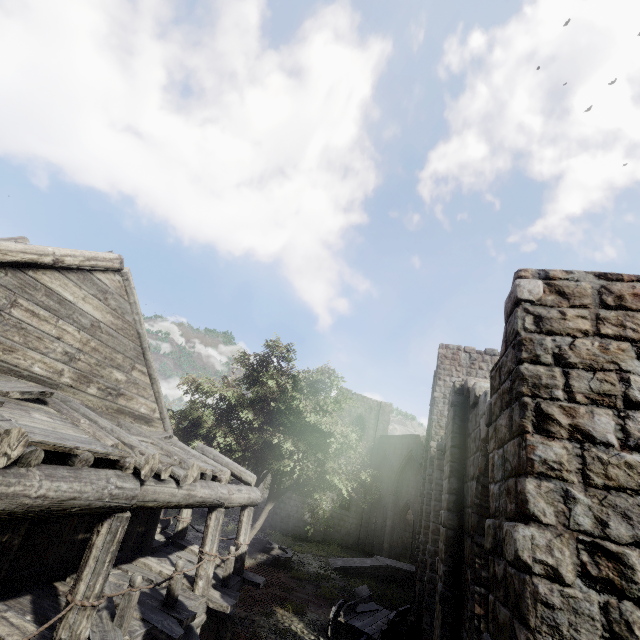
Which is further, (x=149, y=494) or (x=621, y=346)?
(x=149, y=494)

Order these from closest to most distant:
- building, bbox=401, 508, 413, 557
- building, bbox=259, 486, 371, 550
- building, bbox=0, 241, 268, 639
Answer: building, bbox=0, 241, 268, 639
building, bbox=259, 486, 371, 550
building, bbox=401, 508, 413, 557

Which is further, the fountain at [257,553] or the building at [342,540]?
the building at [342,540]

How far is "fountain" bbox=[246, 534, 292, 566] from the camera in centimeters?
1838cm

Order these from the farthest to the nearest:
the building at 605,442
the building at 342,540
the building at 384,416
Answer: the building at 384,416, the building at 342,540, the building at 605,442

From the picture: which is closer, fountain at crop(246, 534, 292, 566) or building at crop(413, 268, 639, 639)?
building at crop(413, 268, 639, 639)

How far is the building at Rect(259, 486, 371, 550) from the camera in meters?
27.4

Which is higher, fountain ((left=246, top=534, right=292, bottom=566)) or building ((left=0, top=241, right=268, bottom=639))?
building ((left=0, top=241, right=268, bottom=639))
